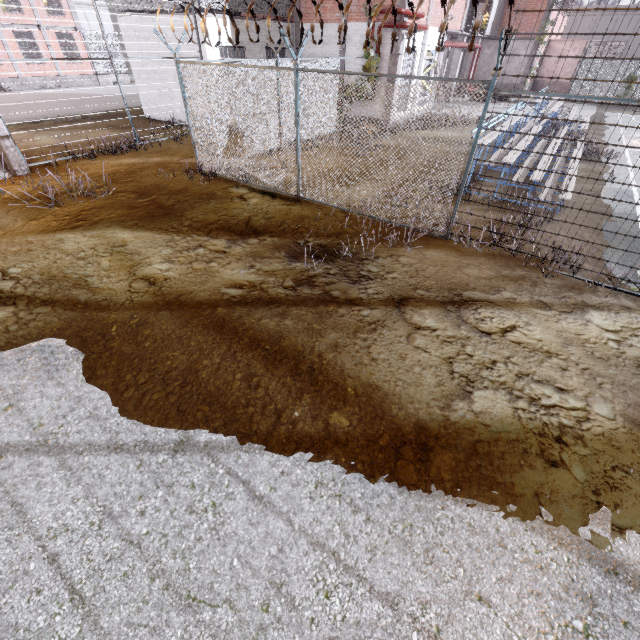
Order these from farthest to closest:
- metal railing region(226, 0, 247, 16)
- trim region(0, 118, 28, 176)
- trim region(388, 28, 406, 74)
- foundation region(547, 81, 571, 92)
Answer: foundation region(547, 81, 571, 92), trim region(388, 28, 406, 74), metal railing region(226, 0, 247, 16), trim region(0, 118, 28, 176)

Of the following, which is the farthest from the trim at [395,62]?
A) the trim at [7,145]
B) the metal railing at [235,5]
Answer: the trim at [7,145]

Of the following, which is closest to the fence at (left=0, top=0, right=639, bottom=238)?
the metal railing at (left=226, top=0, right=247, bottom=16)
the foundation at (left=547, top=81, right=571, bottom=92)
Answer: the metal railing at (left=226, top=0, right=247, bottom=16)

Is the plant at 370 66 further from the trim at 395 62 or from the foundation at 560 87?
the foundation at 560 87

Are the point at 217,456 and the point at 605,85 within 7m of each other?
no

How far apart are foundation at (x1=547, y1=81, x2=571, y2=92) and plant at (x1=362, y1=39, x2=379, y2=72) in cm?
2779

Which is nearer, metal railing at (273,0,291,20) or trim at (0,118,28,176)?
trim at (0,118,28,176)
